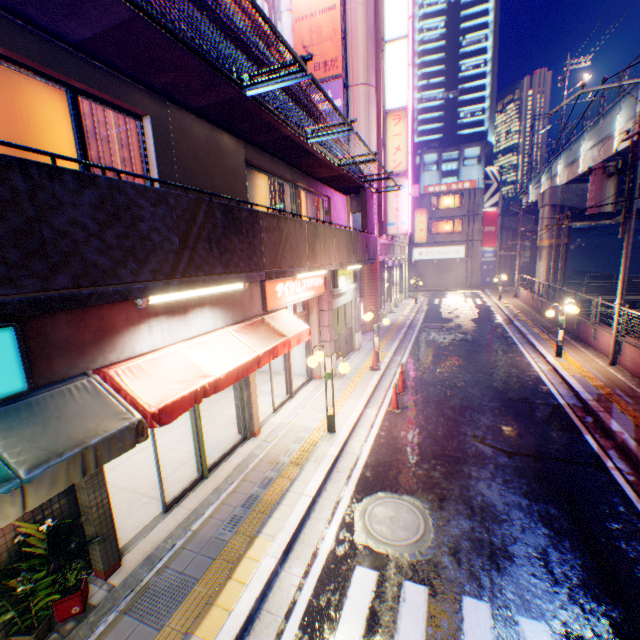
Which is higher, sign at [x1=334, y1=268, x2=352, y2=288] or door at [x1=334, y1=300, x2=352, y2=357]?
sign at [x1=334, y1=268, x2=352, y2=288]

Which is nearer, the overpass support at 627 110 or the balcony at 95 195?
the balcony at 95 195

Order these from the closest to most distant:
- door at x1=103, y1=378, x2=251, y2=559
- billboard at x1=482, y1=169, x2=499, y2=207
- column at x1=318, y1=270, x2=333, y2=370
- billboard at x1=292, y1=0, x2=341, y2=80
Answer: door at x1=103, y1=378, x2=251, y2=559, column at x1=318, y1=270, x2=333, y2=370, billboard at x1=292, y1=0, x2=341, y2=80, billboard at x1=482, y1=169, x2=499, y2=207

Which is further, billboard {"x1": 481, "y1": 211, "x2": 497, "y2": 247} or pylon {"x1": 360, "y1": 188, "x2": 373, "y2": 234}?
billboard {"x1": 481, "y1": 211, "x2": 497, "y2": 247}

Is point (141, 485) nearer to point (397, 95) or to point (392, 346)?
point (392, 346)

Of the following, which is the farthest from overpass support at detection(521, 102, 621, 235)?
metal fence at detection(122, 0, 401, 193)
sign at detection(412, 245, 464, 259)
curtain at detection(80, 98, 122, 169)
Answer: curtain at detection(80, 98, 122, 169)

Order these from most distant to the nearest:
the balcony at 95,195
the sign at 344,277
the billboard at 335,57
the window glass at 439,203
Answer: the window glass at 439,203 < the billboard at 335,57 < the sign at 344,277 < the balcony at 95,195

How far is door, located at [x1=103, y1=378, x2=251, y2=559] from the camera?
5.4m
